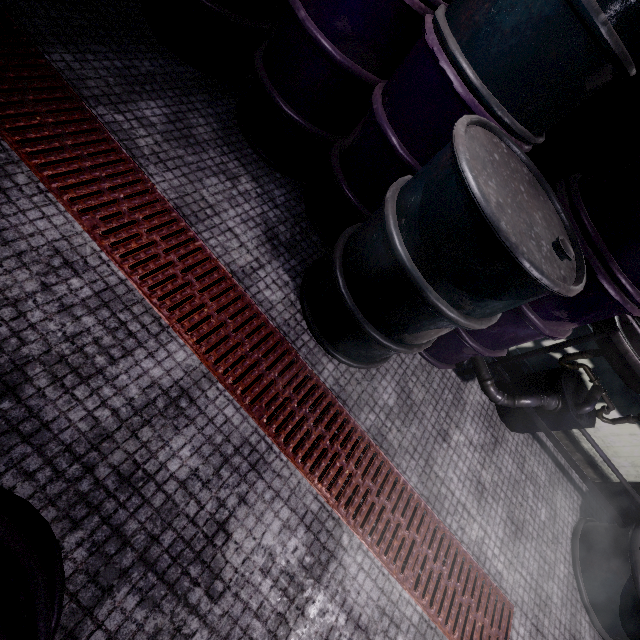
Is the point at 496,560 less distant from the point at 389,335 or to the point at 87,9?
the point at 389,335

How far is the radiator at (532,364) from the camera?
2.2 meters

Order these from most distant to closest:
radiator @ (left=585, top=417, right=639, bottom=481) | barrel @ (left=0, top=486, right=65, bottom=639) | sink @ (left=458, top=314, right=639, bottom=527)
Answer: radiator @ (left=585, top=417, right=639, bottom=481) → sink @ (left=458, top=314, right=639, bottom=527) → barrel @ (left=0, top=486, right=65, bottom=639)

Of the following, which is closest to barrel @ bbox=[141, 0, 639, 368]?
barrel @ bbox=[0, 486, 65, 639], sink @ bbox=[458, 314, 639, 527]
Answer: sink @ bbox=[458, 314, 639, 527]

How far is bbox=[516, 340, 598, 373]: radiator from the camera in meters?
2.2 m

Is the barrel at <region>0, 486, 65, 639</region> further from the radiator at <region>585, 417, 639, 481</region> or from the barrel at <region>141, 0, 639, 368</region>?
the radiator at <region>585, 417, 639, 481</region>

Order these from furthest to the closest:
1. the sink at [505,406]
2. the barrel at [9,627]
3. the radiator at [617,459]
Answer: the radiator at [617,459] → the sink at [505,406] → the barrel at [9,627]

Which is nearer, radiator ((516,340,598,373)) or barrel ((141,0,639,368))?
barrel ((141,0,639,368))
